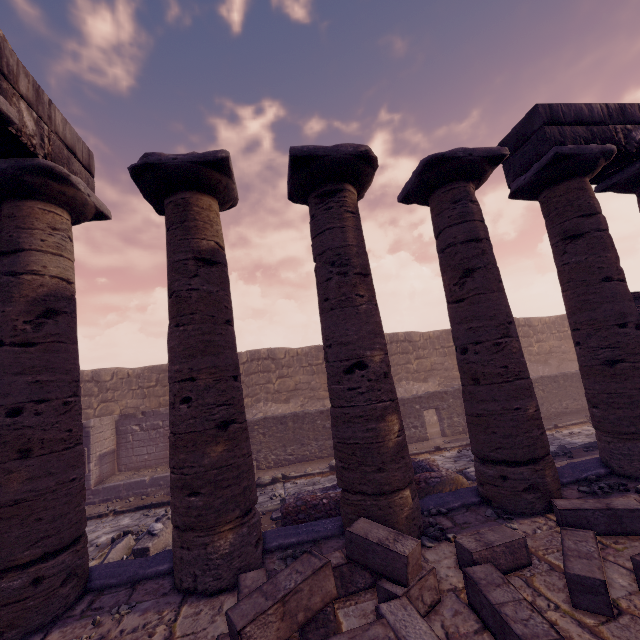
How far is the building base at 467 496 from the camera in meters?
4.9

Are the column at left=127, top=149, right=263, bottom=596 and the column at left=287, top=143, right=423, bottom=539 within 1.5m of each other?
yes

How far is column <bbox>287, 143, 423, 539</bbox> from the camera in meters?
4.1 m

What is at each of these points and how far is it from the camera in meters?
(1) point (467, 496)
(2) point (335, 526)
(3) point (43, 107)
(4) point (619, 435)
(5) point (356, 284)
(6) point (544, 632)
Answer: (1) building base, 5.0 m
(2) building base, 4.7 m
(3) entablature, 4.3 m
(4) column, 5.2 m
(5) column, 4.6 m
(6) stone blocks, 2.2 m

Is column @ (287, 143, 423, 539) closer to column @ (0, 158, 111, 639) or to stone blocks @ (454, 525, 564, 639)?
stone blocks @ (454, 525, 564, 639)

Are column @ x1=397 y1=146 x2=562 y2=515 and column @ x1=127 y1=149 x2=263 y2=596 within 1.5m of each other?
no

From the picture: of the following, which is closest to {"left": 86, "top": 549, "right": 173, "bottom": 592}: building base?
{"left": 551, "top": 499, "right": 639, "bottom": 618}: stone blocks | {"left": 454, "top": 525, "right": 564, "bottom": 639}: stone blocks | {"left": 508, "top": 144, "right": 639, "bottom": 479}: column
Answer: {"left": 508, "top": 144, "right": 639, "bottom": 479}: column

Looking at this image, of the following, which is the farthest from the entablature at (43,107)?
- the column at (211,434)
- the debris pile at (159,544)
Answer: the debris pile at (159,544)
